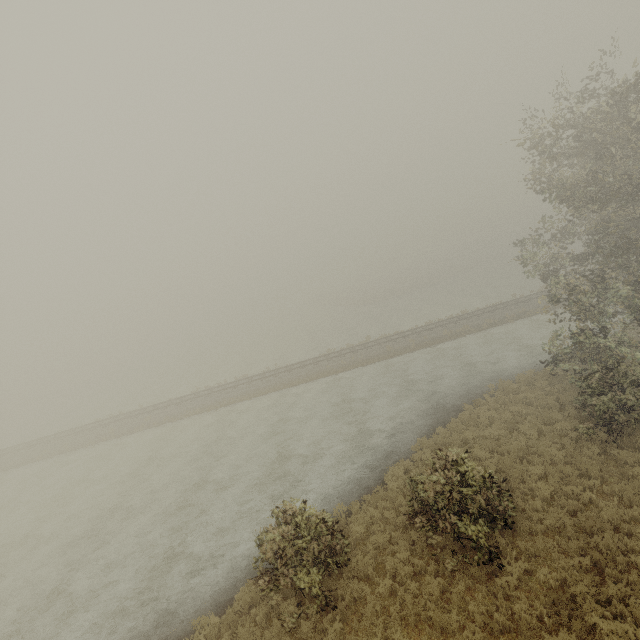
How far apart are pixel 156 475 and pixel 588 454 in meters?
24.1 m
